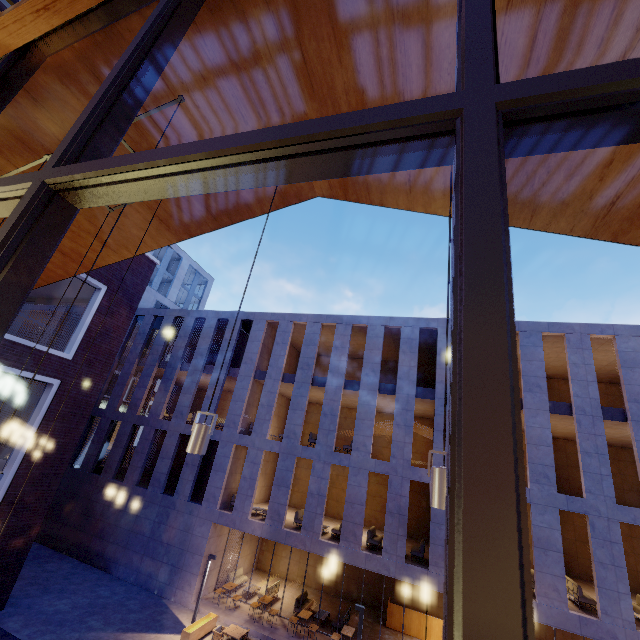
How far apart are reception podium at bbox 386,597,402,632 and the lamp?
21.30m

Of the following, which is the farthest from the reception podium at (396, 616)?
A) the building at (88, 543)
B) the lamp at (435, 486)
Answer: the lamp at (435, 486)

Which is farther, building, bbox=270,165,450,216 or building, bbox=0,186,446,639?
building, bbox=0,186,446,639

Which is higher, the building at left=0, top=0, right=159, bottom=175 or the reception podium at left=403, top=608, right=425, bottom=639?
the building at left=0, top=0, right=159, bottom=175

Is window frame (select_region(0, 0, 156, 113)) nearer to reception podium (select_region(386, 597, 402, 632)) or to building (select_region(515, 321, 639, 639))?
building (select_region(515, 321, 639, 639))

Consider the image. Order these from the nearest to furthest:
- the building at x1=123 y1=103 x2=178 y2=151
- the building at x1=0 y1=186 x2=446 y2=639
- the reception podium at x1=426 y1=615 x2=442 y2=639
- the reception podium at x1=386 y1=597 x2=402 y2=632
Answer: the building at x1=123 y1=103 x2=178 y2=151 → the building at x1=0 y1=186 x2=446 y2=639 → the reception podium at x1=426 y1=615 x2=442 y2=639 → the reception podium at x1=386 y1=597 x2=402 y2=632

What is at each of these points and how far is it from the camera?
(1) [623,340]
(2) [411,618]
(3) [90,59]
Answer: (1) building, 15.2 meters
(2) reception podium, 17.1 meters
(3) building, 3.4 meters

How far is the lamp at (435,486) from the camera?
2.03m
